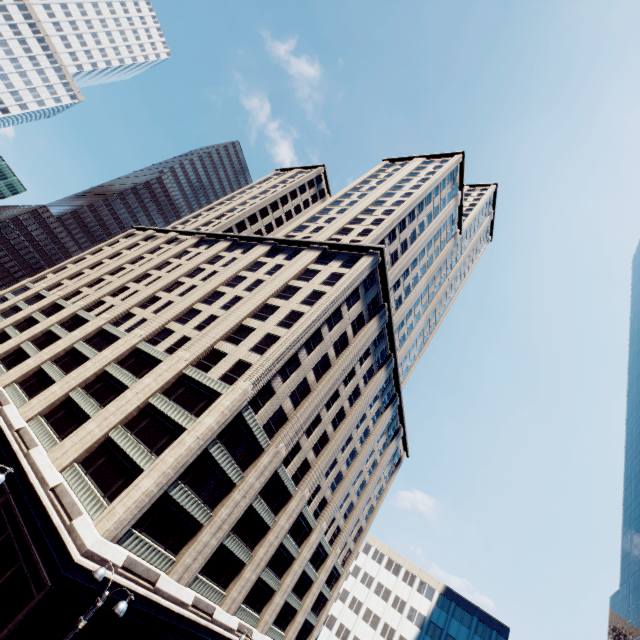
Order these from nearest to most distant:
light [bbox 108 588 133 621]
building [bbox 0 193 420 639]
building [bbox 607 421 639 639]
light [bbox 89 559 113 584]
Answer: light [bbox 108 588 133 621] < light [bbox 89 559 113 584] < building [bbox 0 193 420 639] < building [bbox 607 421 639 639]

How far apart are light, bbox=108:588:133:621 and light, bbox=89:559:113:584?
1.43m

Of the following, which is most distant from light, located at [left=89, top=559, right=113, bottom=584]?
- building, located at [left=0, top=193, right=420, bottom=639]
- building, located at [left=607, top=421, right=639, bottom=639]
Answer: building, located at [left=607, top=421, right=639, bottom=639]

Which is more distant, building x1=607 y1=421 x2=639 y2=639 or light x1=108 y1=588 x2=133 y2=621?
building x1=607 y1=421 x2=639 y2=639

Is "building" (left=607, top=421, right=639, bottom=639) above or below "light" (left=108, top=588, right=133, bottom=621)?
above

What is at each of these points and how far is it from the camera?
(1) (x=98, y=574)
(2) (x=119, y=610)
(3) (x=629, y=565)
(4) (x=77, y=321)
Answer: (1) light, 12.32m
(2) light, 11.23m
(3) building, 48.06m
(4) building, 47.00m

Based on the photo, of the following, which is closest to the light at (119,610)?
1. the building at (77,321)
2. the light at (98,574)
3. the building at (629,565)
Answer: the light at (98,574)

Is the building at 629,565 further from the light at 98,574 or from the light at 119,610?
the light at 98,574
